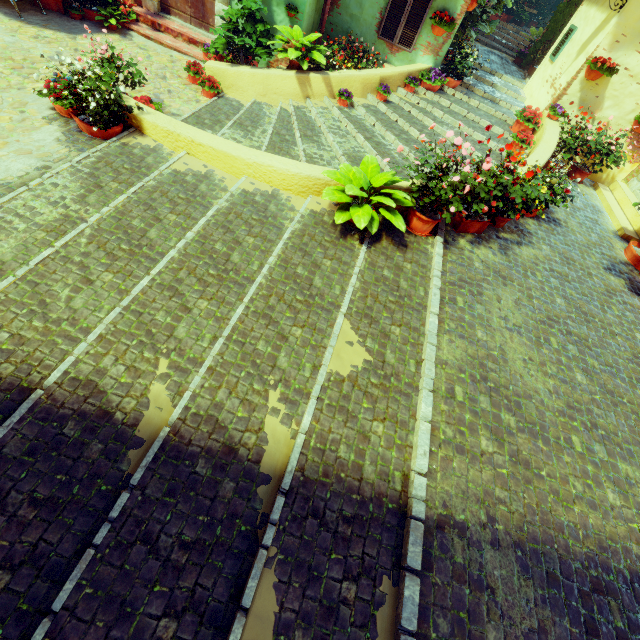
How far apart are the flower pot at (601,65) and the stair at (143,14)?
7.8 meters

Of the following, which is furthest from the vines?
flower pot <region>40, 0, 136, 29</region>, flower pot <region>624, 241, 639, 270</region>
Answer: flower pot <region>40, 0, 136, 29</region>

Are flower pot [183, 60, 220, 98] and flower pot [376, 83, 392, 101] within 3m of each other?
no

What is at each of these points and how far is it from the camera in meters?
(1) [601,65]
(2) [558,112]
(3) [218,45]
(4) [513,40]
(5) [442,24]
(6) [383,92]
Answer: (1) flower pot, 6.7 m
(2) flower pot, 7.3 m
(3) flower pot, 6.6 m
(4) stair, 12.9 m
(5) flower pot, 7.2 m
(6) flower pot, 7.3 m

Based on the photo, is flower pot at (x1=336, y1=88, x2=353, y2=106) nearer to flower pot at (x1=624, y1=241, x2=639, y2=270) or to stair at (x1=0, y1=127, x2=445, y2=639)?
stair at (x1=0, y1=127, x2=445, y2=639)

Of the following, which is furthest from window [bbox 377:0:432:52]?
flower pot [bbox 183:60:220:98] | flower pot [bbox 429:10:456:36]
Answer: flower pot [bbox 183:60:220:98]

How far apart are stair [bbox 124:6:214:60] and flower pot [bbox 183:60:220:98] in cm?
108

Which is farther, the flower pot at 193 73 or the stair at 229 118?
the flower pot at 193 73
